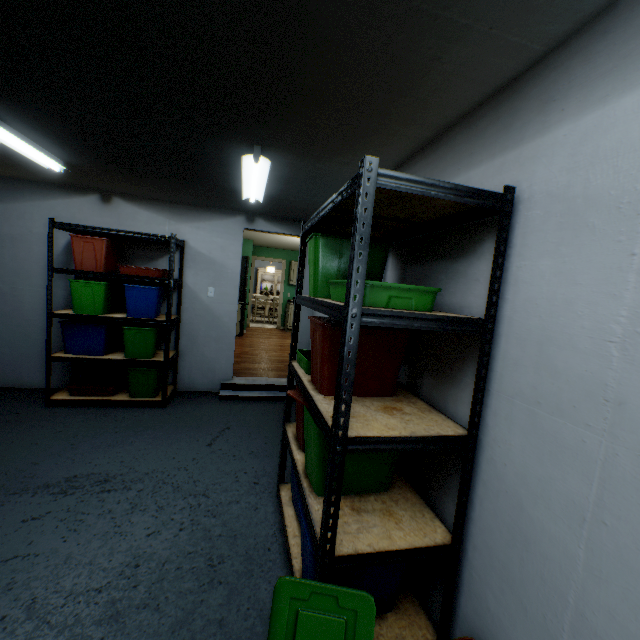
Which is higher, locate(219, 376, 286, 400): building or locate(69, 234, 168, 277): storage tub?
locate(69, 234, 168, 277): storage tub

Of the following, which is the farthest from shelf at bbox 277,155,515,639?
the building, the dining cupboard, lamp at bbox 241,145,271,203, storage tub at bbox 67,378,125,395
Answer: the dining cupboard

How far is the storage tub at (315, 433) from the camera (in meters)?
1.50

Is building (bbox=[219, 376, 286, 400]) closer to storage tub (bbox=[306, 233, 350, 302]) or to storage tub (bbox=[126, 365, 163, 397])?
storage tub (bbox=[126, 365, 163, 397])

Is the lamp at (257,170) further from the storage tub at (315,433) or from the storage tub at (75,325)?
the storage tub at (75,325)

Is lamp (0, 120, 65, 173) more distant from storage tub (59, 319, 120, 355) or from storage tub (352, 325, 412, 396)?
storage tub (352, 325, 412, 396)

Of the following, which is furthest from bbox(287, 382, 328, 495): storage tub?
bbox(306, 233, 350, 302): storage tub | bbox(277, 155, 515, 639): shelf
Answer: bbox(306, 233, 350, 302): storage tub

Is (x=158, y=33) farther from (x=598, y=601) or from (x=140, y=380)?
(x=140, y=380)
